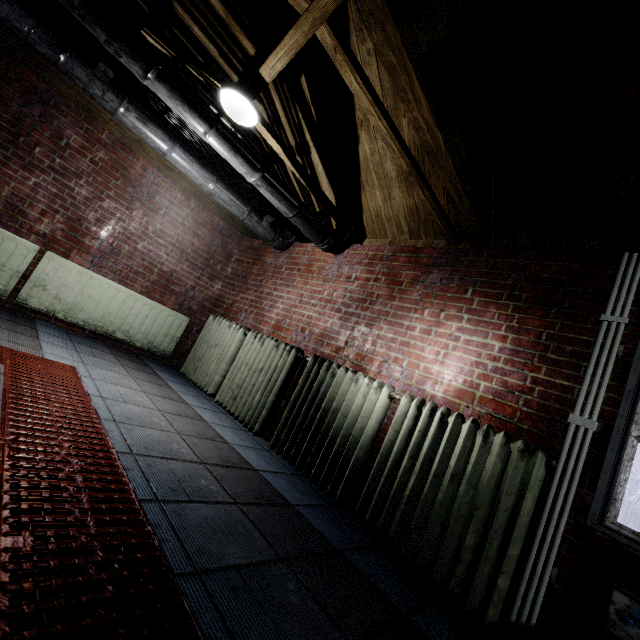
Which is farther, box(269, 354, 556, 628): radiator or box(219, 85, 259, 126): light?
box(219, 85, 259, 126): light

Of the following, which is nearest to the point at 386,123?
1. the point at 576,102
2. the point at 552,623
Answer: the point at 576,102

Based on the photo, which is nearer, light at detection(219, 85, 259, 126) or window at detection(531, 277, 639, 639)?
window at detection(531, 277, 639, 639)

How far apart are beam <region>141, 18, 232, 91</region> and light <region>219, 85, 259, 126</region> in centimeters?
2cm

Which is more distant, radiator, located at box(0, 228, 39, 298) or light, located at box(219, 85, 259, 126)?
radiator, located at box(0, 228, 39, 298)

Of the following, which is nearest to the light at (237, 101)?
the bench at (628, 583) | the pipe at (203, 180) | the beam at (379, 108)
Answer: the beam at (379, 108)

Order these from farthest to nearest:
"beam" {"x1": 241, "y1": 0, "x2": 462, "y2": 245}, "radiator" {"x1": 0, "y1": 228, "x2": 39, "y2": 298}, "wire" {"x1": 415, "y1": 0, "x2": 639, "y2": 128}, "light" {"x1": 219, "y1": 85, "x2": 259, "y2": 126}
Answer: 1. "radiator" {"x1": 0, "y1": 228, "x2": 39, "y2": 298}
2. "light" {"x1": 219, "y1": 85, "x2": 259, "y2": 126}
3. "beam" {"x1": 241, "y1": 0, "x2": 462, "y2": 245}
4. "wire" {"x1": 415, "y1": 0, "x2": 639, "y2": 128}

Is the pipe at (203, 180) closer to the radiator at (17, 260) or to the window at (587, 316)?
the radiator at (17, 260)
